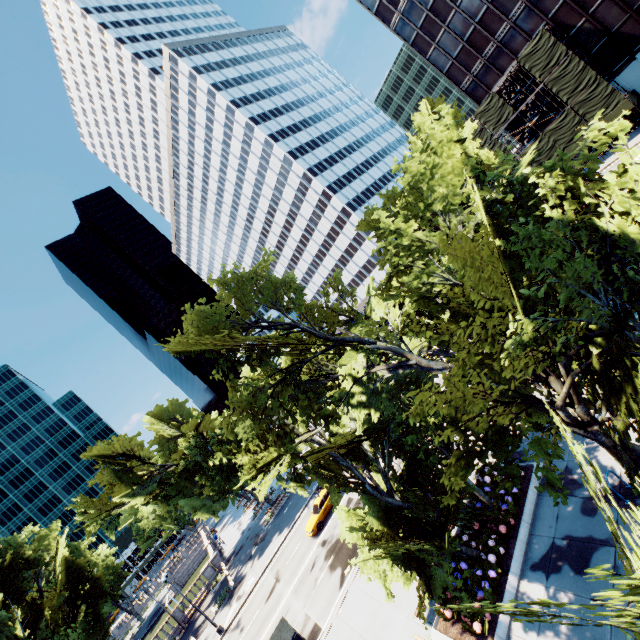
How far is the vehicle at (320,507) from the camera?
27.6 meters

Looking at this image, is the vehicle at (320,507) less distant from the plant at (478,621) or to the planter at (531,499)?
the planter at (531,499)

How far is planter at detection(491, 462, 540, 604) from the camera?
11.5m

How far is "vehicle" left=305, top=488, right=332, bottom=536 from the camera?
27.56m

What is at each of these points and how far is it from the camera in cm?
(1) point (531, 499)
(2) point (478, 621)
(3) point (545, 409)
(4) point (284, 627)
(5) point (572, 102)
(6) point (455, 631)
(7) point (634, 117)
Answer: (1) planter, 1332
(2) plant, 1102
(3) tree, 744
(4) bus stop, 1675
(5) scaffolding, 3616
(6) planter, 1188
(7) building, 3678

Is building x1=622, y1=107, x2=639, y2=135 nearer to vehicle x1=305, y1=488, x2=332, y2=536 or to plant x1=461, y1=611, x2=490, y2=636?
vehicle x1=305, y1=488, x2=332, y2=536

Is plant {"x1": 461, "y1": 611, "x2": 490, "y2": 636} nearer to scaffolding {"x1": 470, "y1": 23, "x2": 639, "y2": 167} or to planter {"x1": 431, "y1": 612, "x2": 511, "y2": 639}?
planter {"x1": 431, "y1": 612, "x2": 511, "y2": 639}

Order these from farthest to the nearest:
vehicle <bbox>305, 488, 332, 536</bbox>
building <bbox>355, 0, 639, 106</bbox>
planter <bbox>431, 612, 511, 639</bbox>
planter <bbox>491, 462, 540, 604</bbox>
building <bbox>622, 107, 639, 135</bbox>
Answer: building <bbox>622, 107, 639, 135</bbox>, building <bbox>355, 0, 639, 106</bbox>, vehicle <bbox>305, 488, 332, 536</bbox>, planter <bbox>491, 462, 540, 604</bbox>, planter <bbox>431, 612, 511, 639</bbox>
